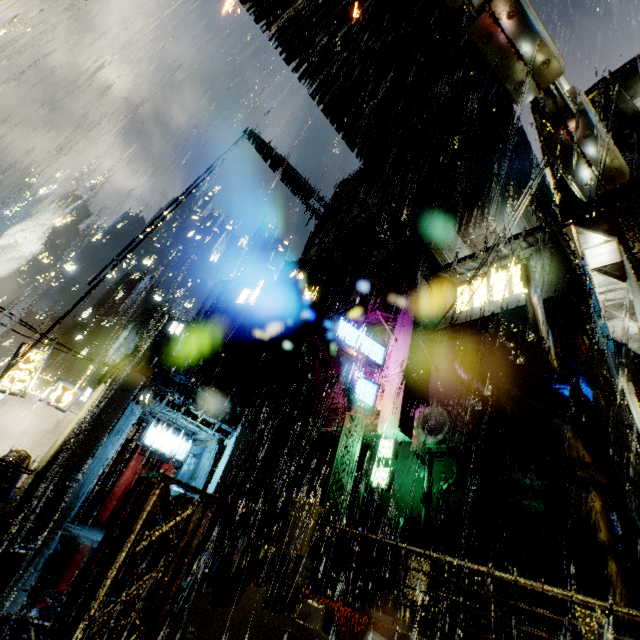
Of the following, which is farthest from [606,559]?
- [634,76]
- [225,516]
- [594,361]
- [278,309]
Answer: → [278,309]

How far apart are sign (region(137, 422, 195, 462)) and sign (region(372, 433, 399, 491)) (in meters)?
10.19

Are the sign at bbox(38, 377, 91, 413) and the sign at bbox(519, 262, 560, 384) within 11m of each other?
no

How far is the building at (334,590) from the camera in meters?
12.3 m

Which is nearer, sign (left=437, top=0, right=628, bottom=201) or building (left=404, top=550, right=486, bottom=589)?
sign (left=437, top=0, right=628, bottom=201)

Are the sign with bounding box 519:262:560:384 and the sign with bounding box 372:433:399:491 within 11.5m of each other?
yes

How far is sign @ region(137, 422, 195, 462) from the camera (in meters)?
16.78

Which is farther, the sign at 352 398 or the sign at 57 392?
the sign at 352 398
